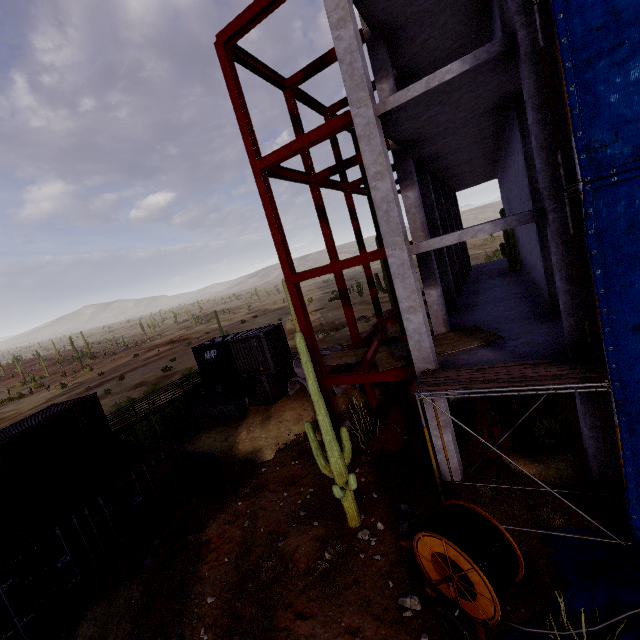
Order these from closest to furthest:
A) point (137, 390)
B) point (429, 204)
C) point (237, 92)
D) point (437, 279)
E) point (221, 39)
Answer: point (221, 39) → point (237, 92) → point (437, 279) → point (429, 204) → point (137, 390)

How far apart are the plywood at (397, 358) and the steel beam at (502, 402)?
3.00m

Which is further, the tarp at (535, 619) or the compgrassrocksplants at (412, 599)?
the compgrassrocksplants at (412, 599)

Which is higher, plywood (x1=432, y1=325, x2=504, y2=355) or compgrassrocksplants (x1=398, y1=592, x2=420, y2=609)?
plywood (x1=432, y1=325, x2=504, y2=355)

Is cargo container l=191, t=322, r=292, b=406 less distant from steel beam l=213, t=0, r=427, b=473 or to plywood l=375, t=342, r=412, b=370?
steel beam l=213, t=0, r=427, b=473

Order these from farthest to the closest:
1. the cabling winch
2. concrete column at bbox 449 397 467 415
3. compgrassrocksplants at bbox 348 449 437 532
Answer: concrete column at bbox 449 397 467 415
compgrassrocksplants at bbox 348 449 437 532
the cabling winch

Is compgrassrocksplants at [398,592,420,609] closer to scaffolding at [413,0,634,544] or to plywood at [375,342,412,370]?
scaffolding at [413,0,634,544]

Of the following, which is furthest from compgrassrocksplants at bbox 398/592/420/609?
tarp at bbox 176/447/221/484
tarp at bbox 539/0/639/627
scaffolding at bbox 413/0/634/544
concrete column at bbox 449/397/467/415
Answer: tarp at bbox 176/447/221/484
